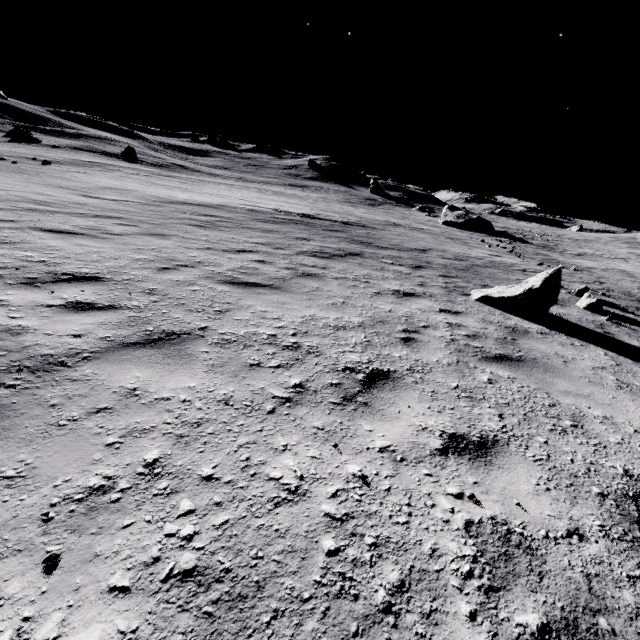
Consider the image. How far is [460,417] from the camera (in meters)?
2.90

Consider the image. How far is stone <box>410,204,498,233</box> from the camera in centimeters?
3756cm

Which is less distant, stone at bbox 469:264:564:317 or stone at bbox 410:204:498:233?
stone at bbox 469:264:564:317

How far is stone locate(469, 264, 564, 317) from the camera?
6.9 meters

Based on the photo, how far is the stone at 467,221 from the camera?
37.56m

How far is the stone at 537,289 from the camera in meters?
6.9
